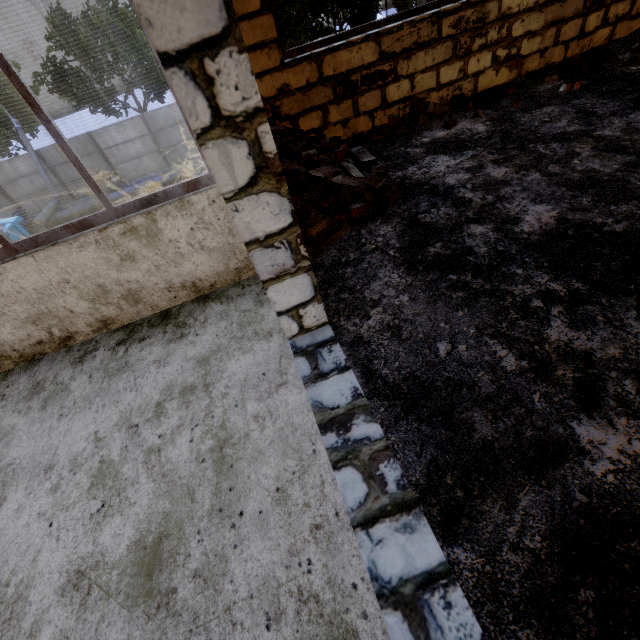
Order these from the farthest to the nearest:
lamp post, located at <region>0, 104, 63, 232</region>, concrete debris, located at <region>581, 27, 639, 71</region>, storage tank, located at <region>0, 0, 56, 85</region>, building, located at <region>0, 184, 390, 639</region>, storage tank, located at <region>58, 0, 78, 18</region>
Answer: storage tank, located at <region>58, 0, 78, 18</region> → storage tank, located at <region>0, 0, 56, 85</region> → lamp post, located at <region>0, 104, 63, 232</region> → concrete debris, located at <region>581, 27, 639, 71</region> → building, located at <region>0, 184, 390, 639</region>

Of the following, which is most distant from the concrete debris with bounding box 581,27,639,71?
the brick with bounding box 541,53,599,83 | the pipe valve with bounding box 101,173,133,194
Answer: the pipe valve with bounding box 101,173,133,194

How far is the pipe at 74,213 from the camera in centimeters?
1680cm

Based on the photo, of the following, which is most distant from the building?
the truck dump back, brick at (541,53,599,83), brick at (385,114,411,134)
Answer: the truck dump back

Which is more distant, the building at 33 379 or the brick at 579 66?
the brick at 579 66

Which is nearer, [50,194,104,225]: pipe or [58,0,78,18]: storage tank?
[50,194,104,225]: pipe

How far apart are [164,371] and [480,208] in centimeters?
286cm

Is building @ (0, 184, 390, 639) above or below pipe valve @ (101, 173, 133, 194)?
above
